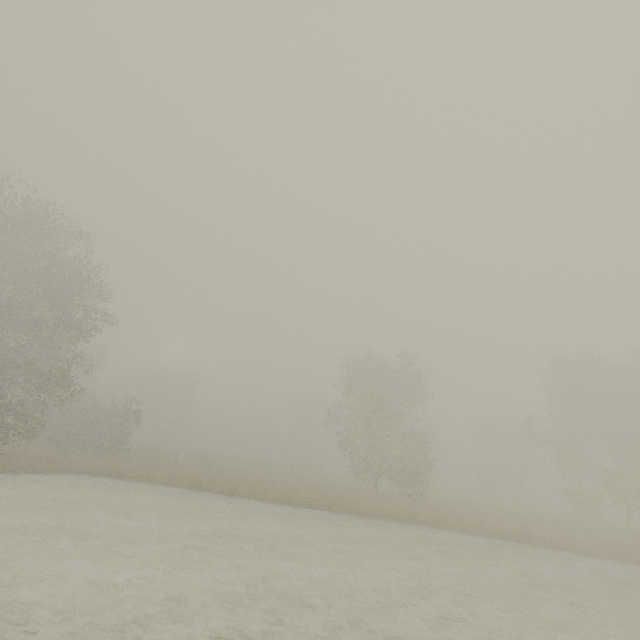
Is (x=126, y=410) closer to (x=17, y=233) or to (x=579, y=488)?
(x=17, y=233)
